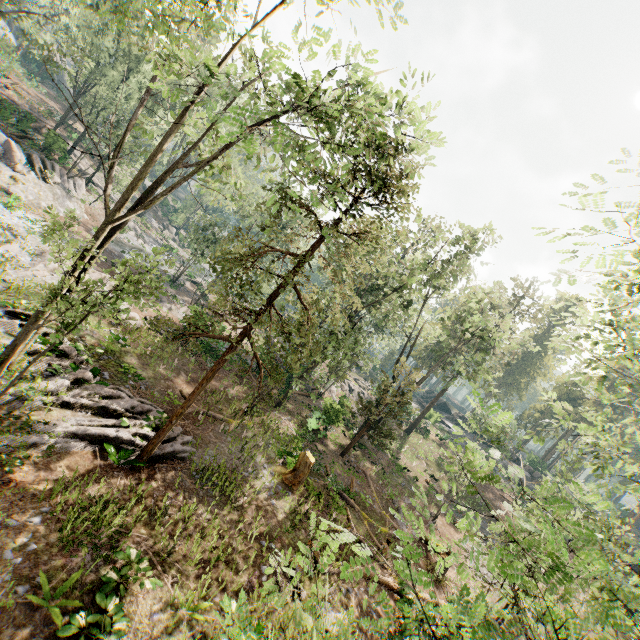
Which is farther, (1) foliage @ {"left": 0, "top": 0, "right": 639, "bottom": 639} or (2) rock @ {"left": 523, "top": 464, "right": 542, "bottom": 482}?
(2) rock @ {"left": 523, "top": 464, "right": 542, "bottom": 482}

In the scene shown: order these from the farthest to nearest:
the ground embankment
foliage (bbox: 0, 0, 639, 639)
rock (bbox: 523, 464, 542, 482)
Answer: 1. rock (bbox: 523, 464, 542, 482)
2. the ground embankment
3. foliage (bbox: 0, 0, 639, 639)

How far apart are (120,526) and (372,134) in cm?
1444

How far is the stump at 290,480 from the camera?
16.47m

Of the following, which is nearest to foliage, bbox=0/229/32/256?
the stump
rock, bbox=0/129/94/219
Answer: rock, bbox=0/129/94/219

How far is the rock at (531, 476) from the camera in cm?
4538

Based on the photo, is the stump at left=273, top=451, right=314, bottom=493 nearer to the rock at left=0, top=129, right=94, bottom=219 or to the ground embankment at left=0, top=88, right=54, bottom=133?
the rock at left=0, top=129, right=94, bottom=219

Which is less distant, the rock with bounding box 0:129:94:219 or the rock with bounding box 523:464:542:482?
the rock with bounding box 0:129:94:219
